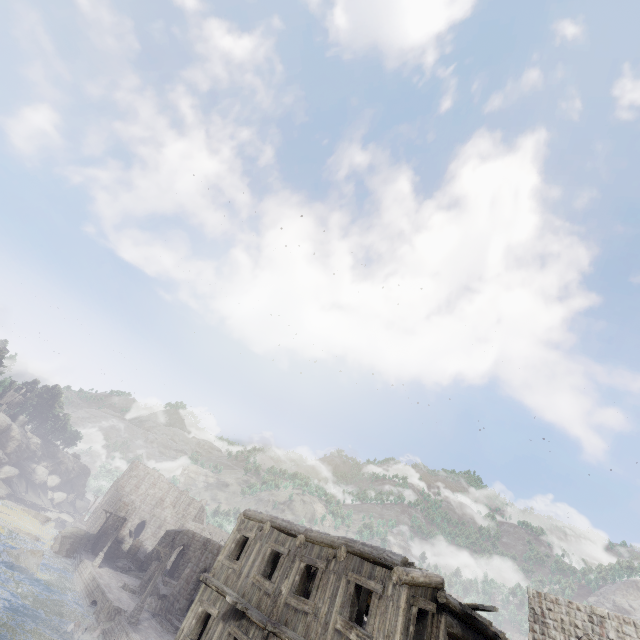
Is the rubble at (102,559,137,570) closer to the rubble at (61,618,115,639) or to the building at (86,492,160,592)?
the building at (86,492,160,592)

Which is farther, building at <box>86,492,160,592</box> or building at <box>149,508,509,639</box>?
building at <box>86,492,160,592</box>

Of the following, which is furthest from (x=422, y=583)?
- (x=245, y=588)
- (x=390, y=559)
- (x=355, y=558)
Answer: (x=245, y=588)

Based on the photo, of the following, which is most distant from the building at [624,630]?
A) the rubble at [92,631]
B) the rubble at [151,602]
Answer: the rubble at [92,631]

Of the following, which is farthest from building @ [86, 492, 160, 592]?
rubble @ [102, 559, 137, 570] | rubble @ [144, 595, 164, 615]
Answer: rubble @ [144, 595, 164, 615]

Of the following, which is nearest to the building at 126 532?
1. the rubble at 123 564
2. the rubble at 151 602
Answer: the rubble at 123 564

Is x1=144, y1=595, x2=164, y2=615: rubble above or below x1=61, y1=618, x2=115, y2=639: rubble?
above

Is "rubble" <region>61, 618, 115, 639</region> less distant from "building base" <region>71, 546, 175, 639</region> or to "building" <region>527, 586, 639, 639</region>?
"building base" <region>71, 546, 175, 639</region>
